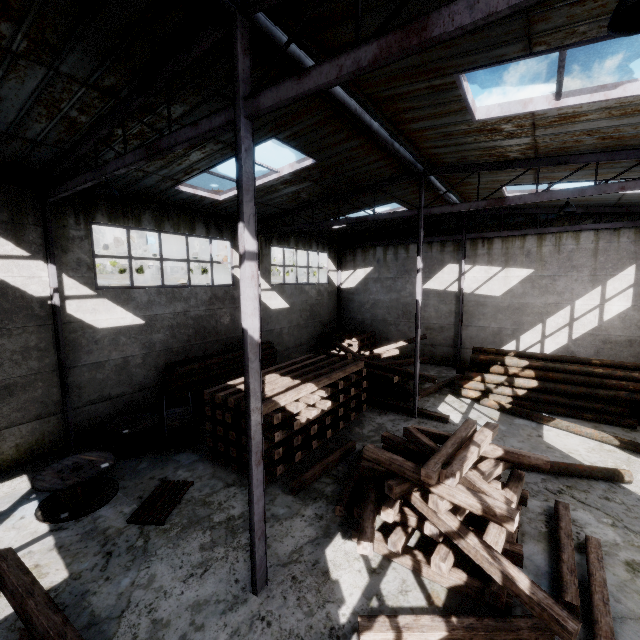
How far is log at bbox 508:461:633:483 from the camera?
7.8 meters

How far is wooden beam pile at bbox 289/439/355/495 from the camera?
7.61m

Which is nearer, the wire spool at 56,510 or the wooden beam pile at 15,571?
the wooden beam pile at 15,571

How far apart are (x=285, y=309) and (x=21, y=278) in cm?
1094

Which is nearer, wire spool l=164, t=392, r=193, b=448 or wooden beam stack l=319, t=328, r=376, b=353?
wire spool l=164, t=392, r=193, b=448

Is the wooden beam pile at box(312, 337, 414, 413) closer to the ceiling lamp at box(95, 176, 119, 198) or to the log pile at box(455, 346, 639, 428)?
the log pile at box(455, 346, 639, 428)

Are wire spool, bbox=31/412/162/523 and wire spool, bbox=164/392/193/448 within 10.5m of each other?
yes

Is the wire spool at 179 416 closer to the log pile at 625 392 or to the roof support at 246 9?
the roof support at 246 9
